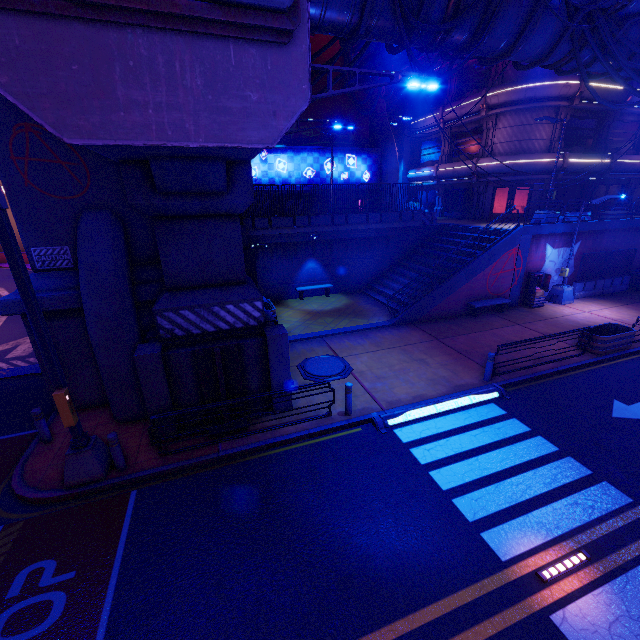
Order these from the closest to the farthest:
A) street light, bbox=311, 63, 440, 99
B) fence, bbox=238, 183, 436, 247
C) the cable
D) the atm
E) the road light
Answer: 1. the road light
2. street light, bbox=311, 63, 440, 99
3. the cable
4. the atm
5. fence, bbox=238, 183, 436, 247

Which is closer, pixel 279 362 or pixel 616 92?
pixel 279 362

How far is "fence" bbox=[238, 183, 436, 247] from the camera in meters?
19.0

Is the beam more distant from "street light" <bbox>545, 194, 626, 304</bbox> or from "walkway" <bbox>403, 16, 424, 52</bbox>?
"walkway" <bbox>403, 16, 424, 52</bbox>

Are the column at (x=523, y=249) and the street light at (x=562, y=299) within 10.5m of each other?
yes

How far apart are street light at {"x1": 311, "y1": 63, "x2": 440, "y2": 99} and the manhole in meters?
8.5 m

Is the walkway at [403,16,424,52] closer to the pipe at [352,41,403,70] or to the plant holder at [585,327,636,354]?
the pipe at [352,41,403,70]

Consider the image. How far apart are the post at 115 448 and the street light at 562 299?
22.6m
